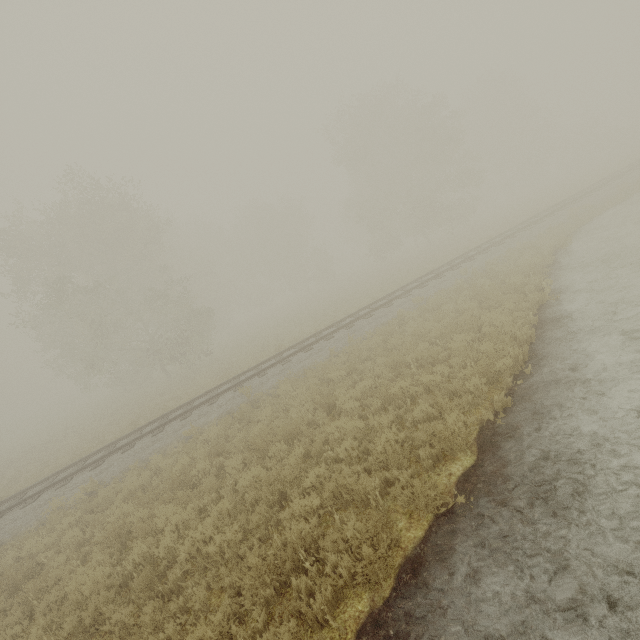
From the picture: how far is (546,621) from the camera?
3.4 meters
